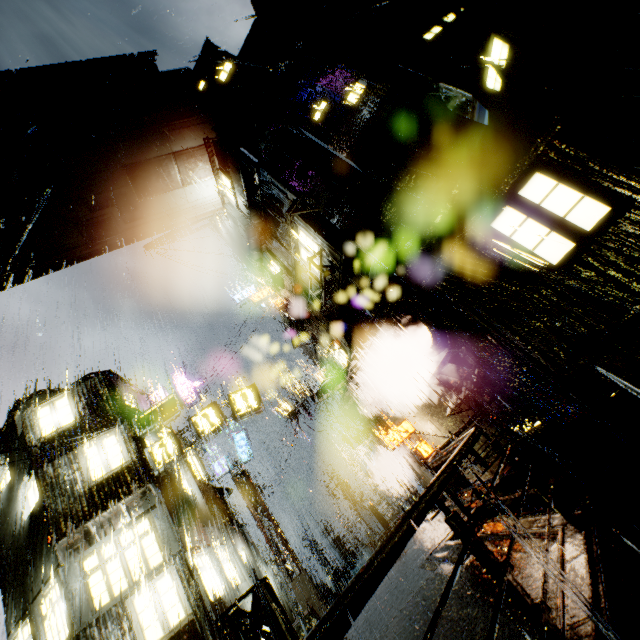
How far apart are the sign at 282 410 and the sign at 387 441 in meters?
9.1 m

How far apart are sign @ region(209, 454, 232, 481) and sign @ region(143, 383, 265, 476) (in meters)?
9.54

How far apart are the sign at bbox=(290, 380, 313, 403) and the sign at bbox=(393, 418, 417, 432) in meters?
9.1

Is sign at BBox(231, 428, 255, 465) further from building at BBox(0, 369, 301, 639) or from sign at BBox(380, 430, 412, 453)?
sign at BBox(380, 430, 412, 453)

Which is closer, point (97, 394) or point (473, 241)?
point (473, 241)

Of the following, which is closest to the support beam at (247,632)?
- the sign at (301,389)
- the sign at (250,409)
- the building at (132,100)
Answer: the building at (132,100)

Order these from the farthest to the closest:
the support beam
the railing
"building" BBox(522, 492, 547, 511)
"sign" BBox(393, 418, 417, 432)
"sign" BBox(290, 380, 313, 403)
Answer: "sign" BBox(290, 380, 313, 403) → "sign" BBox(393, 418, 417, 432) → "building" BBox(522, 492, 547, 511) → the support beam → the railing

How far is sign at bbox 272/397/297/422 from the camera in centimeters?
2489cm
